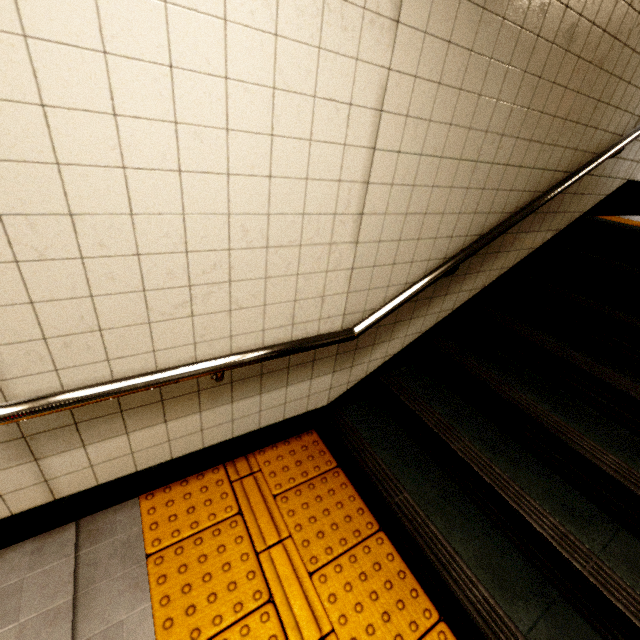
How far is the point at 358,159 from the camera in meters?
1.4 m

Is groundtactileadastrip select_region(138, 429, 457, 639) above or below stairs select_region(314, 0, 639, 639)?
below

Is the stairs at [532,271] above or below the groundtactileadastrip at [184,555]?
above

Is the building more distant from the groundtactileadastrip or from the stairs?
the groundtactileadastrip

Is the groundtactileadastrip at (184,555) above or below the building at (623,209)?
below

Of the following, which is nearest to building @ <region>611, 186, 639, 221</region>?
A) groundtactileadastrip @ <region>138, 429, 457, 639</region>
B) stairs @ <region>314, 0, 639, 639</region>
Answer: stairs @ <region>314, 0, 639, 639</region>
